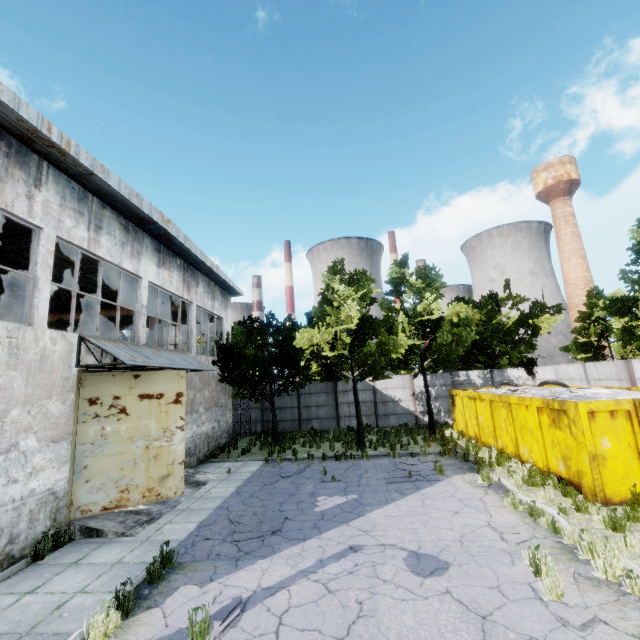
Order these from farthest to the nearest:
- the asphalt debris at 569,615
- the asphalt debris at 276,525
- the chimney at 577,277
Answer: the chimney at 577,277 < the asphalt debris at 276,525 < the asphalt debris at 569,615

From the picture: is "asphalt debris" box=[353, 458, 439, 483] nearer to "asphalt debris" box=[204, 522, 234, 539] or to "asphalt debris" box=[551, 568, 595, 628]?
"asphalt debris" box=[204, 522, 234, 539]

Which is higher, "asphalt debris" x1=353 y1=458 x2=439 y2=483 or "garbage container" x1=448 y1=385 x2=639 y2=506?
"garbage container" x1=448 y1=385 x2=639 y2=506

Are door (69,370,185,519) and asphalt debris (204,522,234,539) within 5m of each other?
yes

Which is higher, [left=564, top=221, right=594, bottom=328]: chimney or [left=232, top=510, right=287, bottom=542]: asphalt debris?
[left=564, top=221, right=594, bottom=328]: chimney

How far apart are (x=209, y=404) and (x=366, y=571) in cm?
1326

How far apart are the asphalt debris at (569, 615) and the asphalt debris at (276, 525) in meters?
5.4 m

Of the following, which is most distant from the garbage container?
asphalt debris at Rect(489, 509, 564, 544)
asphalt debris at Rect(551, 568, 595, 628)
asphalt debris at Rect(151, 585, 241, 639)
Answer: asphalt debris at Rect(151, 585, 241, 639)
